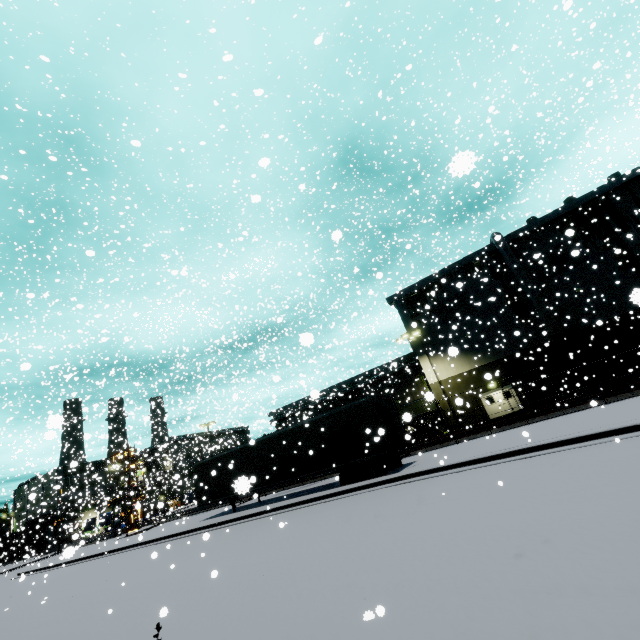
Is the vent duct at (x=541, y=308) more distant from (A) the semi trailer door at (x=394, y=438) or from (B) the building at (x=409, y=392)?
(A) the semi trailer door at (x=394, y=438)

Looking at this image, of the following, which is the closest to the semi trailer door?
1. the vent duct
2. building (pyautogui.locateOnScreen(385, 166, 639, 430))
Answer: the vent duct

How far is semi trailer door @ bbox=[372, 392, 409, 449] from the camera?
15.5m

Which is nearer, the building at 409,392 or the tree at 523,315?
the tree at 523,315

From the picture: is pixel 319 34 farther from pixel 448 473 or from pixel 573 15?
pixel 448 473

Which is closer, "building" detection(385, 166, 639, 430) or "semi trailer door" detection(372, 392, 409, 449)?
"semi trailer door" detection(372, 392, 409, 449)

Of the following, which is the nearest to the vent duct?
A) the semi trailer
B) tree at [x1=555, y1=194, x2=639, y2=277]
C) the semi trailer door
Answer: tree at [x1=555, y1=194, x2=639, y2=277]

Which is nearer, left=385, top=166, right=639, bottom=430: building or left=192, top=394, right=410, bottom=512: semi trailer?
left=192, top=394, right=410, bottom=512: semi trailer
